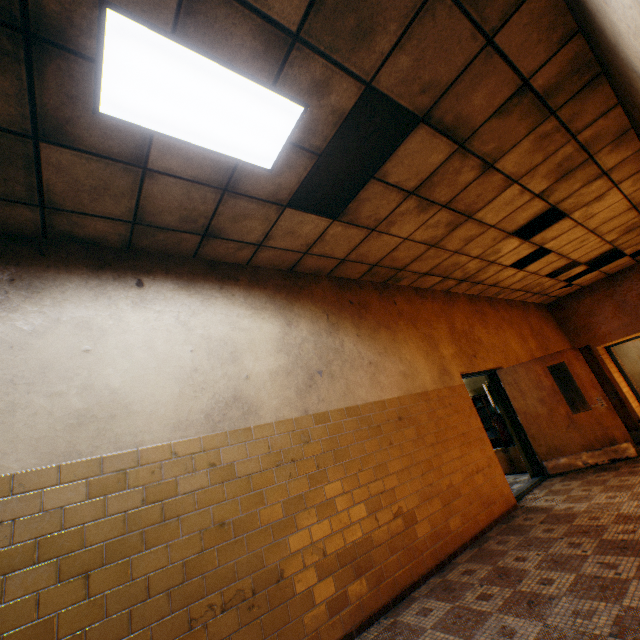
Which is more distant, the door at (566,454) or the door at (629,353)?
the door at (629,353)

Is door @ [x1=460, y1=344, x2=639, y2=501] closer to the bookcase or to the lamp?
the bookcase

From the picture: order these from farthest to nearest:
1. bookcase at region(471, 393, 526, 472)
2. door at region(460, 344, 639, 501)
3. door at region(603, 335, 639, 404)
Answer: door at region(603, 335, 639, 404) → bookcase at region(471, 393, 526, 472) → door at region(460, 344, 639, 501)

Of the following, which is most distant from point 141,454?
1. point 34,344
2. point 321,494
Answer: point 321,494

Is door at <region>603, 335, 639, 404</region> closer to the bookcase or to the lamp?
the bookcase

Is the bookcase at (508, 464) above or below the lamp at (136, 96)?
below

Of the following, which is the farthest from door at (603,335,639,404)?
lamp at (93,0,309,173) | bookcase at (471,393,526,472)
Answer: lamp at (93,0,309,173)
